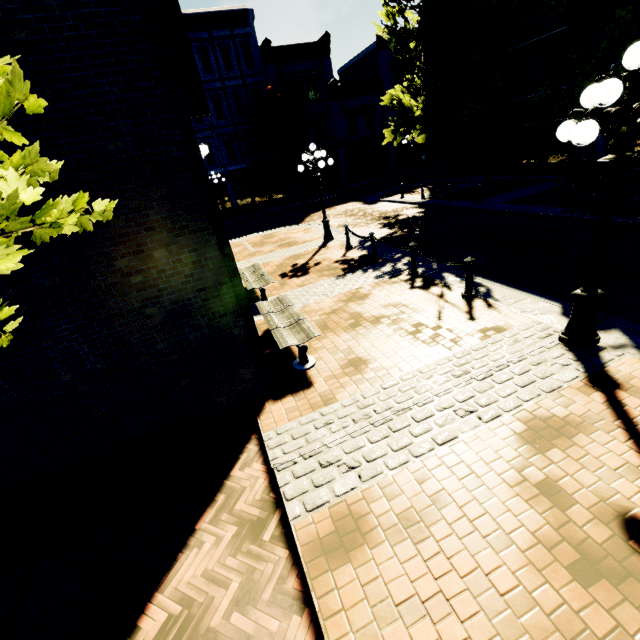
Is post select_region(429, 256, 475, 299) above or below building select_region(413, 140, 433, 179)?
below

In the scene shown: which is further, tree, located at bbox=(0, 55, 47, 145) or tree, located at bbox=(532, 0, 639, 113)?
tree, located at bbox=(532, 0, 639, 113)

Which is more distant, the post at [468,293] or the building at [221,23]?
the building at [221,23]

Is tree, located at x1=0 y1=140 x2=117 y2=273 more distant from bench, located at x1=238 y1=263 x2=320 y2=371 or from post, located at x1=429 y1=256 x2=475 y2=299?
post, located at x1=429 y1=256 x2=475 y2=299

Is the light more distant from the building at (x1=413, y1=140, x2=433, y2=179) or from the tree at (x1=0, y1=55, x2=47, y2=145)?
the building at (x1=413, y1=140, x2=433, y2=179)

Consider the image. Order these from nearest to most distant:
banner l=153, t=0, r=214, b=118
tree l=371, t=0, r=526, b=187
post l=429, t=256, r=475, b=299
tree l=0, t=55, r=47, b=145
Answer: tree l=0, t=55, r=47, b=145 → post l=429, t=256, r=475, b=299 → banner l=153, t=0, r=214, b=118 → tree l=371, t=0, r=526, b=187

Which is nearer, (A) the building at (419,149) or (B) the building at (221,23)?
(B) the building at (221,23)

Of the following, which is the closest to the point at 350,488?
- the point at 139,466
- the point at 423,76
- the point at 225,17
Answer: A: the point at 139,466
